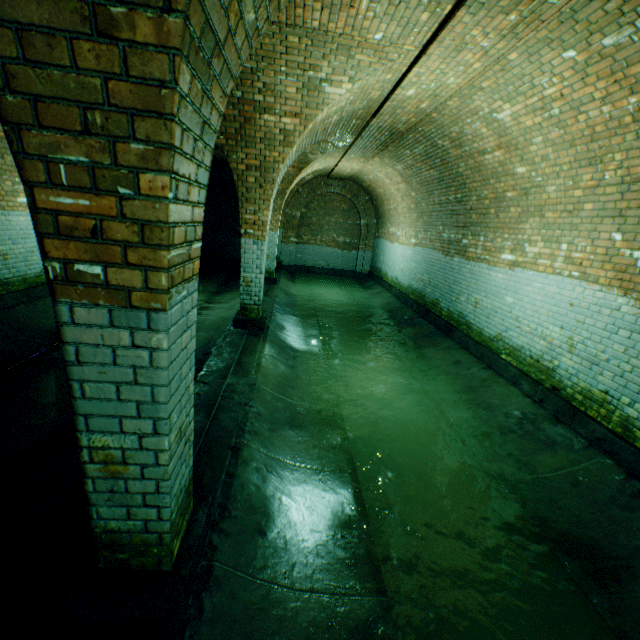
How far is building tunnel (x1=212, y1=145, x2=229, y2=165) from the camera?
11.3m

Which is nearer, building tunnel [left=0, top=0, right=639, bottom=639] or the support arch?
the support arch

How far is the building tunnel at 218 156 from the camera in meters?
11.3

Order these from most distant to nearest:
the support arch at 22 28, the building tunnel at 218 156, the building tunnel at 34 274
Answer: the building tunnel at 218 156
the building tunnel at 34 274
the support arch at 22 28

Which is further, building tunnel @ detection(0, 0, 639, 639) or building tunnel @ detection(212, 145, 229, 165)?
building tunnel @ detection(212, 145, 229, 165)

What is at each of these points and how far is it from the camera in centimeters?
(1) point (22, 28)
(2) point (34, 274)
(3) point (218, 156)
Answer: (1) support arch, 100cm
(2) building tunnel, 702cm
(3) building tunnel, 1225cm

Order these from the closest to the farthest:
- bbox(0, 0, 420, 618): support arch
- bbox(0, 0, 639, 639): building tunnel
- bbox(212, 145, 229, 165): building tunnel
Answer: bbox(0, 0, 420, 618): support arch < bbox(0, 0, 639, 639): building tunnel < bbox(212, 145, 229, 165): building tunnel
